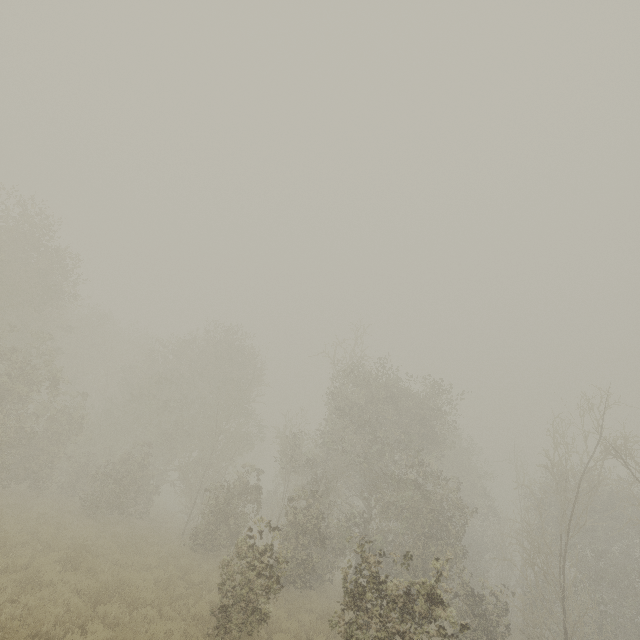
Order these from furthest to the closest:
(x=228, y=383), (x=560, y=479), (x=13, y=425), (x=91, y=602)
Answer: (x=228, y=383), (x=13, y=425), (x=560, y=479), (x=91, y=602)
